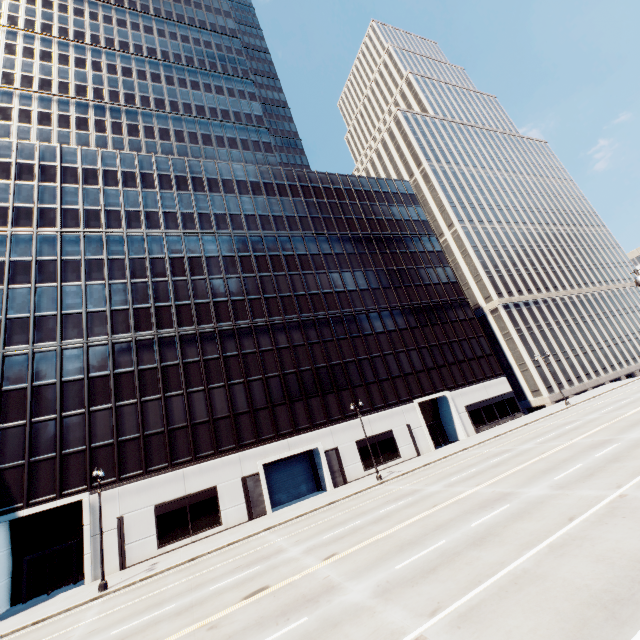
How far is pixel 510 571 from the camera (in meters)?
9.44
